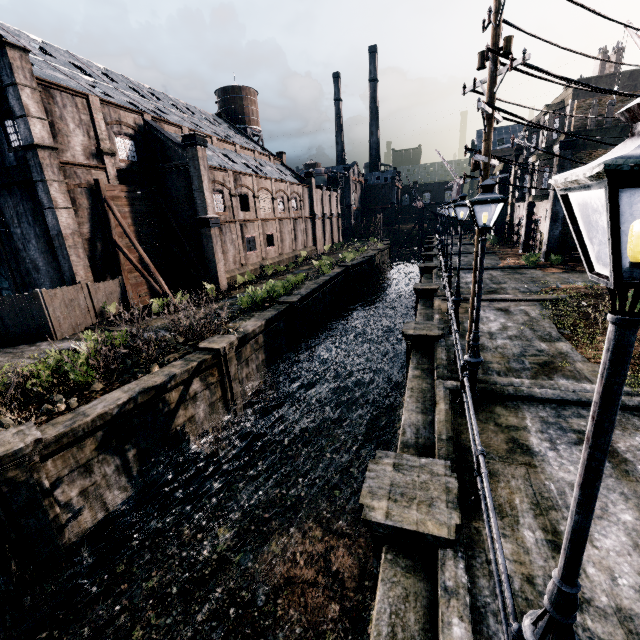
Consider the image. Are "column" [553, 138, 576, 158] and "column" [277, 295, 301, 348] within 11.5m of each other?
no

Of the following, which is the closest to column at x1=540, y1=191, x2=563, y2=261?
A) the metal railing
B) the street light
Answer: the metal railing

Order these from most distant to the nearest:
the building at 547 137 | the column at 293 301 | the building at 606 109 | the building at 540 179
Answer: the building at 540 179, the building at 547 137, the building at 606 109, the column at 293 301

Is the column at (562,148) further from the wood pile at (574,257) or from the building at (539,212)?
the wood pile at (574,257)

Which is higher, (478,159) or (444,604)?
(478,159)

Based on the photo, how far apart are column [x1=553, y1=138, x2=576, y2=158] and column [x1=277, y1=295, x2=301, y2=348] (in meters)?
22.14

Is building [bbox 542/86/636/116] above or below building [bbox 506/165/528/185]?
above

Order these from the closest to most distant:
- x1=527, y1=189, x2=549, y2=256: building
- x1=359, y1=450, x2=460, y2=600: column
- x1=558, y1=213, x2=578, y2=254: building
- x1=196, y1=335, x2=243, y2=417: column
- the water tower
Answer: x1=359, y1=450, x2=460, y2=600: column < x1=196, y1=335, x2=243, y2=417: column < x1=558, y1=213, x2=578, y2=254: building < x1=527, y1=189, x2=549, y2=256: building < the water tower
